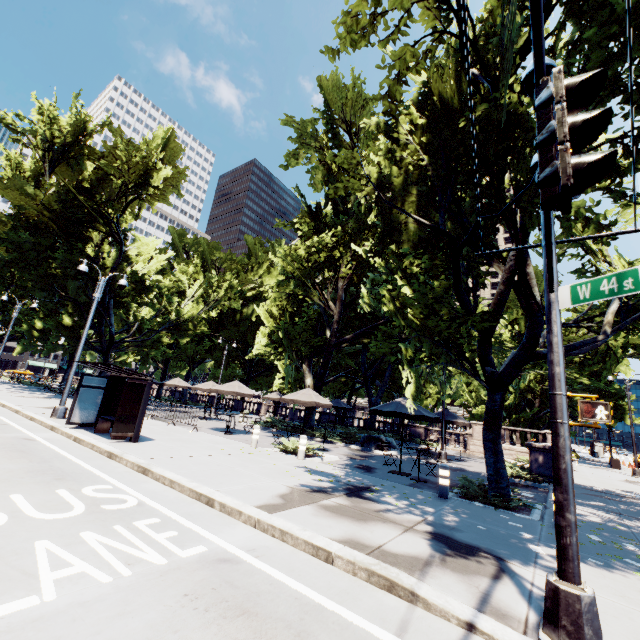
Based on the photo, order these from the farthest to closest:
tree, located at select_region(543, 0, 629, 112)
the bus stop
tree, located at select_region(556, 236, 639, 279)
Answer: tree, located at select_region(556, 236, 639, 279)
the bus stop
tree, located at select_region(543, 0, 629, 112)

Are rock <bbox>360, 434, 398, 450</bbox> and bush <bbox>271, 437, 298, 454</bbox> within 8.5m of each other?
yes

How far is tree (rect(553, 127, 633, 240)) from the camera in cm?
667

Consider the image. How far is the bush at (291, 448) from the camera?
13.3 meters

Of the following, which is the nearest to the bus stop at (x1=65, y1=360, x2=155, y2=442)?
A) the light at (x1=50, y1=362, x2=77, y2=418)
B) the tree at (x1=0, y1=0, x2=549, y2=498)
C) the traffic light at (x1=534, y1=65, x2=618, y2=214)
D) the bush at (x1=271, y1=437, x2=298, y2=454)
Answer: the light at (x1=50, y1=362, x2=77, y2=418)

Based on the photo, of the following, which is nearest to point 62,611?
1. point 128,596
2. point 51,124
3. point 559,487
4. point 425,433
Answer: point 128,596

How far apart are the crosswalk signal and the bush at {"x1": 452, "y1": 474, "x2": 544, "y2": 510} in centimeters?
592cm

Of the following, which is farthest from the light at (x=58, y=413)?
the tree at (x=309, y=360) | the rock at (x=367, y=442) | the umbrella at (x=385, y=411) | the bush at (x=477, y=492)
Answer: the bush at (x=477, y=492)
